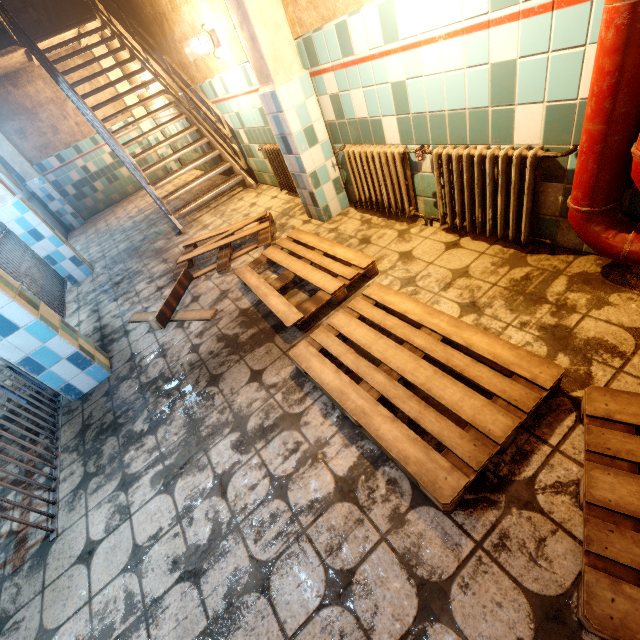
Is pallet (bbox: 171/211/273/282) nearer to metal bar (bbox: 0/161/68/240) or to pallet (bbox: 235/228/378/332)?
pallet (bbox: 235/228/378/332)

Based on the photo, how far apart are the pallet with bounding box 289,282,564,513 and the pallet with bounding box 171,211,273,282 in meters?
1.6

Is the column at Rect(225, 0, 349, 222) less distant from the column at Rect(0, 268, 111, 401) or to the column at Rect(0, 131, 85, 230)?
the column at Rect(0, 268, 111, 401)

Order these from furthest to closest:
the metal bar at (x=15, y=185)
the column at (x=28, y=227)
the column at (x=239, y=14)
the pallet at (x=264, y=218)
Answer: the metal bar at (x=15, y=185), the column at (x=28, y=227), the pallet at (x=264, y=218), the column at (x=239, y=14)

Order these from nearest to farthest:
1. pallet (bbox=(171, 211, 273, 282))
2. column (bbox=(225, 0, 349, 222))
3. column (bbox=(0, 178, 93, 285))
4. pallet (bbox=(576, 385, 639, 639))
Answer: pallet (bbox=(576, 385, 639, 639)), column (bbox=(225, 0, 349, 222)), pallet (bbox=(171, 211, 273, 282)), column (bbox=(0, 178, 93, 285))

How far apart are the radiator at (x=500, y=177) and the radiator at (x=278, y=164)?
0.8 meters

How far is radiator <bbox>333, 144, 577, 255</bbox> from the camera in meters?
1.9 m

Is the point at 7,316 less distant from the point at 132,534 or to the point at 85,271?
the point at 132,534
